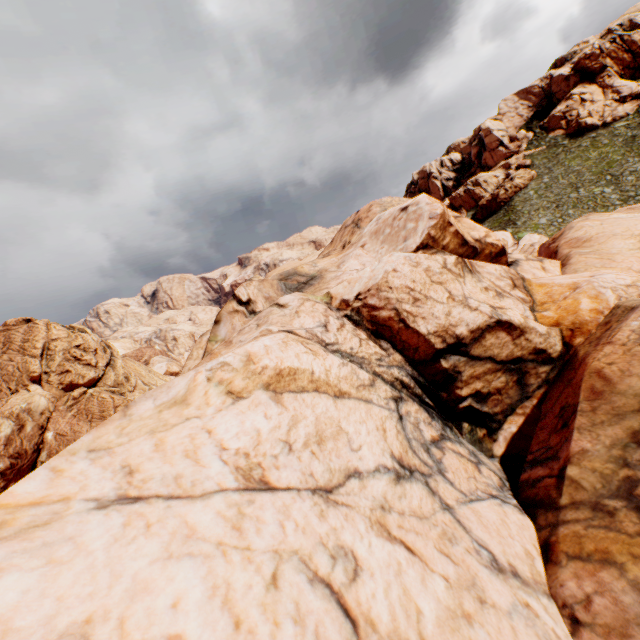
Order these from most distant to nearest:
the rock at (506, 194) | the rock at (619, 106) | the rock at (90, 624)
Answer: the rock at (506, 194) → the rock at (619, 106) → the rock at (90, 624)

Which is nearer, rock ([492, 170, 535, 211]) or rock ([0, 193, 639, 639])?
rock ([0, 193, 639, 639])

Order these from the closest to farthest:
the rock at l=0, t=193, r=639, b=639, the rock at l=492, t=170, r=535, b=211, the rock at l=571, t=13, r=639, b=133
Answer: the rock at l=0, t=193, r=639, b=639 → the rock at l=571, t=13, r=639, b=133 → the rock at l=492, t=170, r=535, b=211

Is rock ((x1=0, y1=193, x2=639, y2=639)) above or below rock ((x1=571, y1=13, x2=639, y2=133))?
below

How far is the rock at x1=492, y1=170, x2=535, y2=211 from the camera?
58.0 meters

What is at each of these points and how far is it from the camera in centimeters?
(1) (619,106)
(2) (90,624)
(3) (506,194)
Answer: (1) rock, 5619cm
(2) rock, 369cm
(3) rock, 5866cm

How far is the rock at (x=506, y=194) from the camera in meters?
58.0
